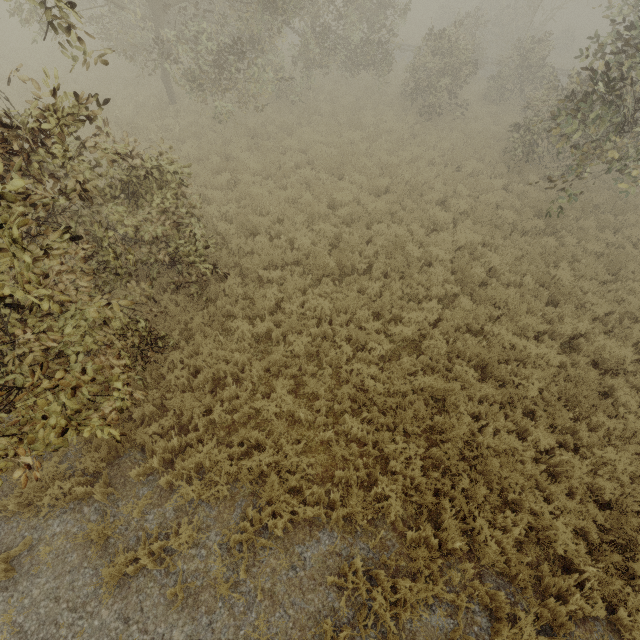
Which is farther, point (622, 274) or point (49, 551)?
point (622, 274)
